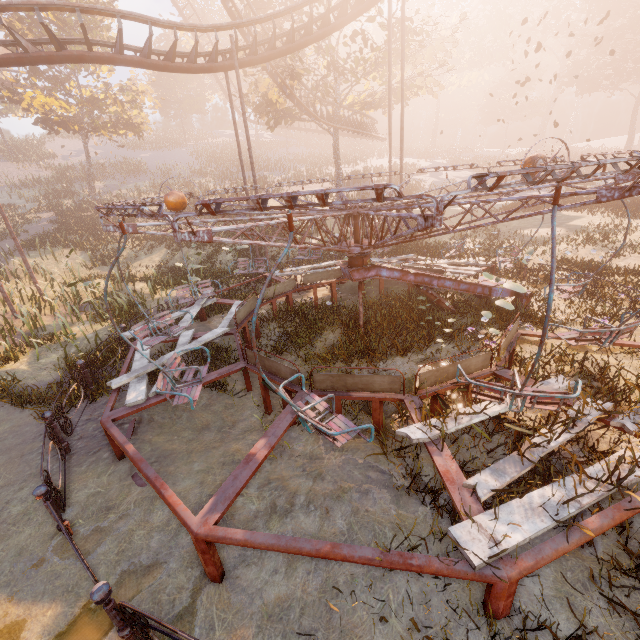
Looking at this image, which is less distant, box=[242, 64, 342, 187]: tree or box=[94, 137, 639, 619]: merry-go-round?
box=[94, 137, 639, 619]: merry-go-round

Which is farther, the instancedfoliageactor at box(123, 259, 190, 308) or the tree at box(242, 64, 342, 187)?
the tree at box(242, 64, 342, 187)

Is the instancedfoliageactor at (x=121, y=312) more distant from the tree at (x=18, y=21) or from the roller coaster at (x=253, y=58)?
the tree at (x=18, y=21)

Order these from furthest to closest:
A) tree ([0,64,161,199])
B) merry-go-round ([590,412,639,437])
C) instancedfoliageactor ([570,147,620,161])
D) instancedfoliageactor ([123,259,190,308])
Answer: instancedfoliageactor ([570,147,620,161]) < tree ([0,64,161,199]) < instancedfoliageactor ([123,259,190,308]) < merry-go-round ([590,412,639,437])

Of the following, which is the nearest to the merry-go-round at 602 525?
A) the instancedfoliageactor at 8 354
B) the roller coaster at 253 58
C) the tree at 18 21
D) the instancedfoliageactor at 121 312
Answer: the instancedfoliageactor at 121 312

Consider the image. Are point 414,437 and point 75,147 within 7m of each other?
no

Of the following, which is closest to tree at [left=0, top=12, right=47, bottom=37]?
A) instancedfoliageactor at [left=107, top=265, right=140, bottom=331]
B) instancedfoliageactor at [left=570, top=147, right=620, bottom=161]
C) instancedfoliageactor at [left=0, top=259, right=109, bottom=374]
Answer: instancedfoliageactor at [left=0, top=259, right=109, bottom=374]

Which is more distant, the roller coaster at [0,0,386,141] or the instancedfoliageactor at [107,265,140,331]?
the instancedfoliageactor at [107,265,140,331]
